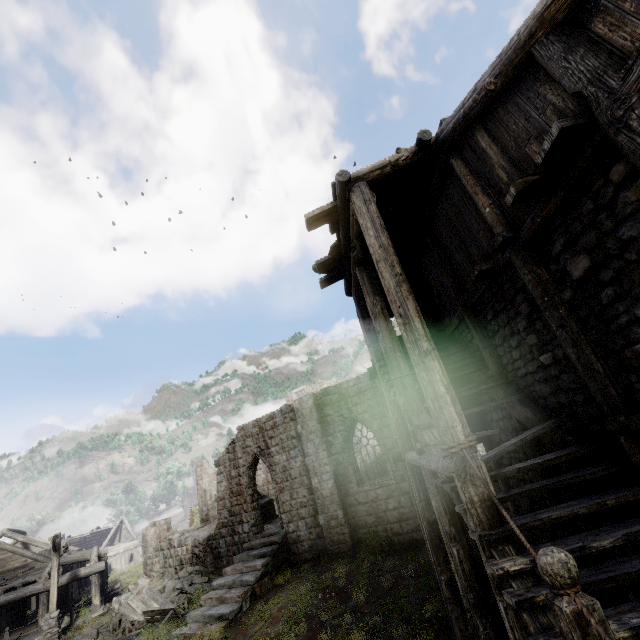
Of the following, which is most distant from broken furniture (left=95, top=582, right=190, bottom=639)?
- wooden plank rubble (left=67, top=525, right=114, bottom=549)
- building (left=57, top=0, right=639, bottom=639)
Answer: wooden plank rubble (left=67, top=525, right=114, bottom=549)

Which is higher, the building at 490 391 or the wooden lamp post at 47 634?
the building at 490 391

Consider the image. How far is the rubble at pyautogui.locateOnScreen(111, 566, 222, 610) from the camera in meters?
16.7

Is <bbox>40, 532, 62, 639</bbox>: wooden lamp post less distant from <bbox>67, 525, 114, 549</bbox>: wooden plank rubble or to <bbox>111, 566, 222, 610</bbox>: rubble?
<bbox>111, 566, 222, 610</bbox>: rubble

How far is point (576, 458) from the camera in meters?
4.9

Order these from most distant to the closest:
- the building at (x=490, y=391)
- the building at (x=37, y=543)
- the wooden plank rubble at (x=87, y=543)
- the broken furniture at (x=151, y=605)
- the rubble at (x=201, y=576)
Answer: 1. the wooden plank rubble at (x=87, y=543)
2. the building at (x=37, y=543)
3. the rubble at (x=201, y=576)
4. the broken furniture at (x=151, y=605)
5. the building at (x=490, y=391)

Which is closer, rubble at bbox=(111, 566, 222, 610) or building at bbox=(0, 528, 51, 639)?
rubble at bbox=(111, 566, 222, 610)

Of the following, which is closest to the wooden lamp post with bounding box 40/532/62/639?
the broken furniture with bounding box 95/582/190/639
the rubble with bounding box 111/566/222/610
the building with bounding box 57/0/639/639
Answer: the building with bounding box 57/0/639/639
